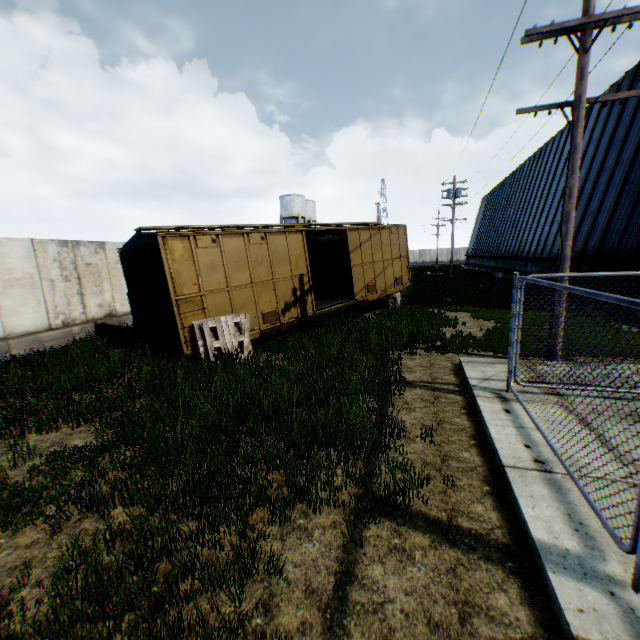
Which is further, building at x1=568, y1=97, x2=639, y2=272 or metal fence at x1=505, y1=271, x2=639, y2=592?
→ building at x1=568, y1=97, x2=639, y2=272

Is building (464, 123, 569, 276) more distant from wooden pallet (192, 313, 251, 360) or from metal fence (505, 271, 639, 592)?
wooden pallet (192, 313, 251, 360)

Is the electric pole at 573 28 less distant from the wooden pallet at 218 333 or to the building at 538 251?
the building at 538 251

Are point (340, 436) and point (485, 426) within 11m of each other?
yes

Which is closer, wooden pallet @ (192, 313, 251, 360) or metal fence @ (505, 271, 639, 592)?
metal fence @ (505, 271, 639, 592)

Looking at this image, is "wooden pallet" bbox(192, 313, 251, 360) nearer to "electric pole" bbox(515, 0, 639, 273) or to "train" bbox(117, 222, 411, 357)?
"train" bbox(117, 222, 411, 357)

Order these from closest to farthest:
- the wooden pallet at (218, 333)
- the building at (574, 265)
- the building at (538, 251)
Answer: the wooden pallet at (218, 333) < the building at (574, 265) < the building at (538, 251)
